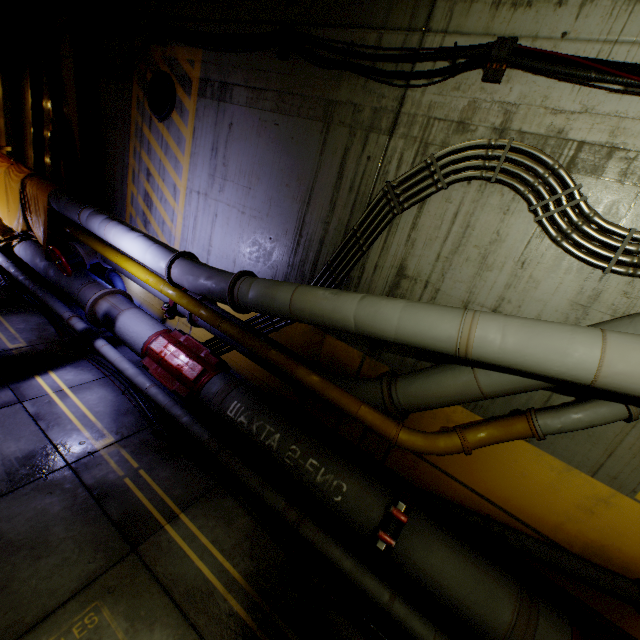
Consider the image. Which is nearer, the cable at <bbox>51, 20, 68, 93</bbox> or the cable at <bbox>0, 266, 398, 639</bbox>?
the cable at <bbox>0, 266, 398, 639</bbox>

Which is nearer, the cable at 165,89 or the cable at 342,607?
the cable at 342,607

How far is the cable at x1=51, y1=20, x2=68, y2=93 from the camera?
7.5 meters

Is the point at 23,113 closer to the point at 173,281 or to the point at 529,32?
the point at 173,281

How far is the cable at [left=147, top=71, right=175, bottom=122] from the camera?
6.0 meters

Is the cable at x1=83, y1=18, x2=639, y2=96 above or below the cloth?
above

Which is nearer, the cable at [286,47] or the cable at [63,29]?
the cable at [286,47]

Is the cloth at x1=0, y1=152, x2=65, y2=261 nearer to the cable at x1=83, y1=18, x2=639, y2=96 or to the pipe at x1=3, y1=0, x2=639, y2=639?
the pipe at x1=3, y1=0, x2=639, y2=639
